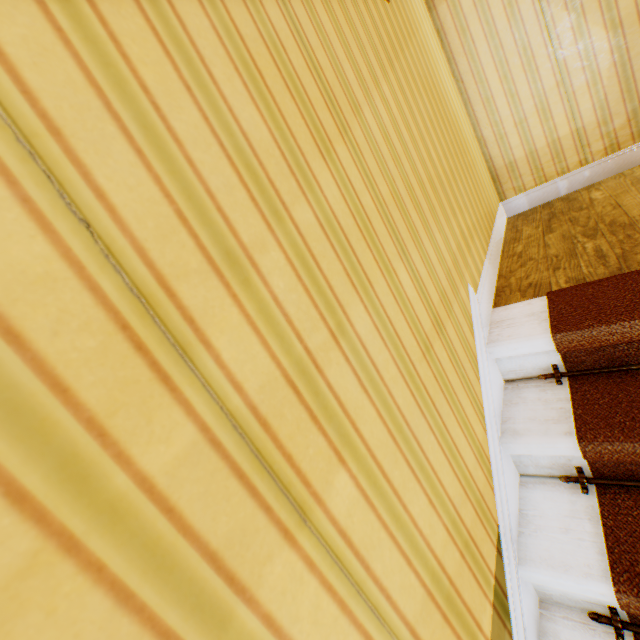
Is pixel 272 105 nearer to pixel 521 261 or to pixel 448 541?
pixel 448 541
